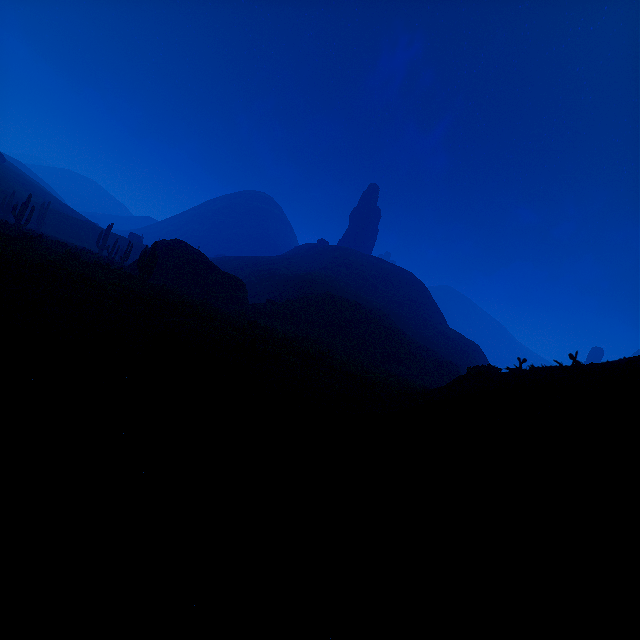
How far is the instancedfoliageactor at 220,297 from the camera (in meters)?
Result: 22.12

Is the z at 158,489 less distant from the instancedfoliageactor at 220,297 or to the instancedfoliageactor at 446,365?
the instancedfoliageactor at 446,365

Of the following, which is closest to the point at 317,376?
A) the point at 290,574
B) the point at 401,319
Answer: the point at 290,574

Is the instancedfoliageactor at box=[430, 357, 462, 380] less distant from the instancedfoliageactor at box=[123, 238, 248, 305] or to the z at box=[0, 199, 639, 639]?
the z at box=[0, 199, 639, 639]

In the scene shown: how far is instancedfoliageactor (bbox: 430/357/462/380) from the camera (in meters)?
40.78

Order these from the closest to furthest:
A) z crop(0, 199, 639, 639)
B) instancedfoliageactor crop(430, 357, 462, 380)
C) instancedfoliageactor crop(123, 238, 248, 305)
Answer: z crop(0, 199, 639, 639)
instancedfoliageactor crop(123, 238, 248, 305)
instancedfoliageactor crop(430, 357, 462, 380)

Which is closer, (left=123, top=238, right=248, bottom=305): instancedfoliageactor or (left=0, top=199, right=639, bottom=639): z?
(left=0, top=199, right=639, bottom=639): z
